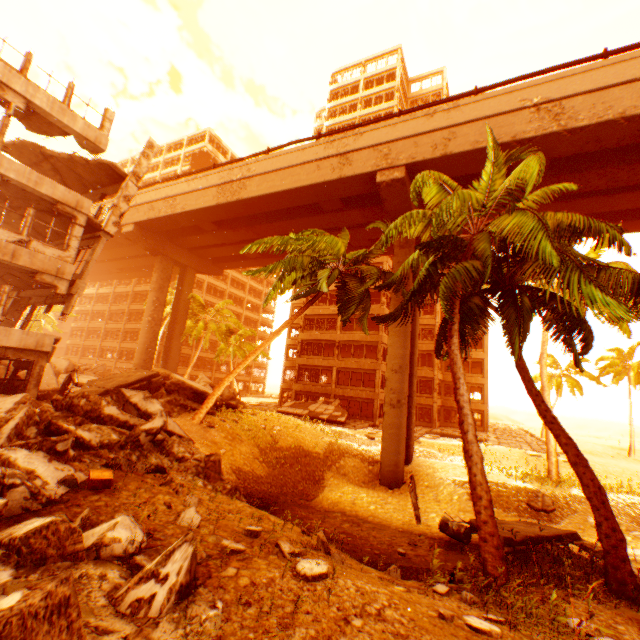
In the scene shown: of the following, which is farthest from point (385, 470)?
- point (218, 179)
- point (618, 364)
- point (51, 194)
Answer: point (618, 364)

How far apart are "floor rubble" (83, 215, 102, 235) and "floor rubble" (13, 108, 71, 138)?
2.5m

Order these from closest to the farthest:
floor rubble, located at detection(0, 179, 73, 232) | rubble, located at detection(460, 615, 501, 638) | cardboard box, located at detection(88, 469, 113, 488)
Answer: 1. rubble, located at detection(460, 615, 501, 638)
2. cardboard box, located at detection(88, 469, 113, 488)
3. floor rubble, located at detection(0, 179, 73, 232)

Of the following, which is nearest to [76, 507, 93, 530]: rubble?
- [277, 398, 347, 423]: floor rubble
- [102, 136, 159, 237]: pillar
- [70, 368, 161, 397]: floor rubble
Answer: [70, 368, 161, 397]: floor rubble

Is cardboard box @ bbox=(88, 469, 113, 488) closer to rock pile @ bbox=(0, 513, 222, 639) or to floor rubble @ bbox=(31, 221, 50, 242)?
rock pile @ bbox=(0, 513, 222, 639)

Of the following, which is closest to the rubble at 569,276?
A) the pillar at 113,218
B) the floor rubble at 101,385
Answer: the floor rubble at 101,385

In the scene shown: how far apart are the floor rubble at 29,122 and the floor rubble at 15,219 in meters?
2.5 m
